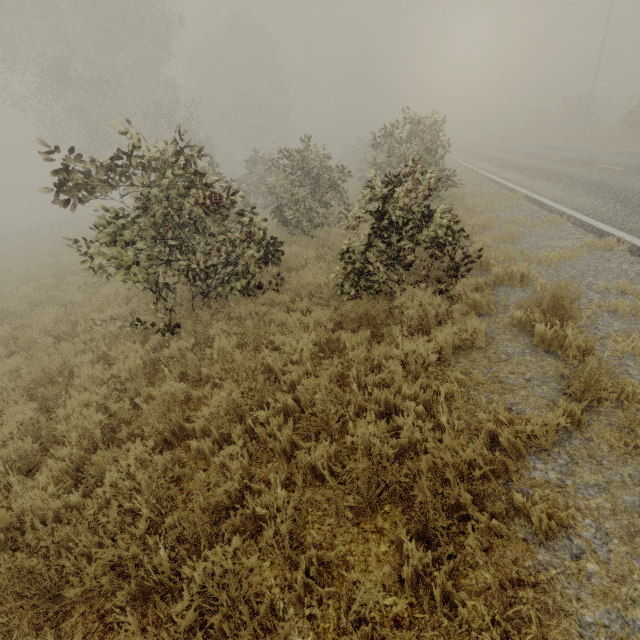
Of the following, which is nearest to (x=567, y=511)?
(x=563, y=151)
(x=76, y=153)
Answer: (x=563, y=151)

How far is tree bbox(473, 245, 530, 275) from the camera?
6.0m

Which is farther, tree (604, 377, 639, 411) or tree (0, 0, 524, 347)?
tree (0, 0, 524, 347)

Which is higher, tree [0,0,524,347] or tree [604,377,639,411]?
tree [0,0,524,347]

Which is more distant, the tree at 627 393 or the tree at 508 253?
the tree at 508 253

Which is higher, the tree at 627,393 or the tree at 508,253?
the tree at 508,253

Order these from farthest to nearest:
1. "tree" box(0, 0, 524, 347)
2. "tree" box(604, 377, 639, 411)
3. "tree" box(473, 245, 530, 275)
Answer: "tree" box(473, 245, 530, 275) → "tree" box(0, 0, 524, 347) → "tree" box(604, 377, 639, 411)
